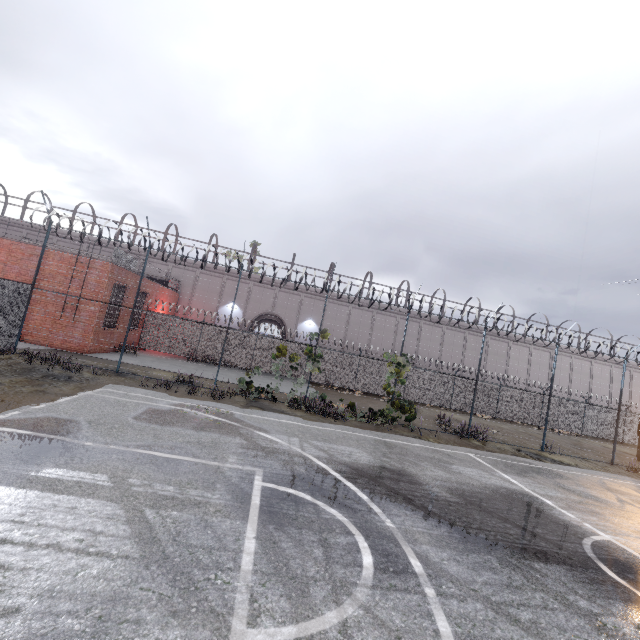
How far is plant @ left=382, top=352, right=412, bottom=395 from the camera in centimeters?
1473cm

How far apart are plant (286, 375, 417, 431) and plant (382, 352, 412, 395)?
1.45m

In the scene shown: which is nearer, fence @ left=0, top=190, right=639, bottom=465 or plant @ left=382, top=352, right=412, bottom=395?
fence @ left=0, top=190, right=639, bottom=465

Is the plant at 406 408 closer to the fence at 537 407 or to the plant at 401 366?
the fence at 537 407

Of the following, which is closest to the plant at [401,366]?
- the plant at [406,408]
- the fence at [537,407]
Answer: the fence at [537,407]

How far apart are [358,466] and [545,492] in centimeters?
584cm

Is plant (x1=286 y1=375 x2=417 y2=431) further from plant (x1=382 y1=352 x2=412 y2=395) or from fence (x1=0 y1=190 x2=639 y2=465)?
plant (x1=382 y1=352 x2=412 y2=395)
